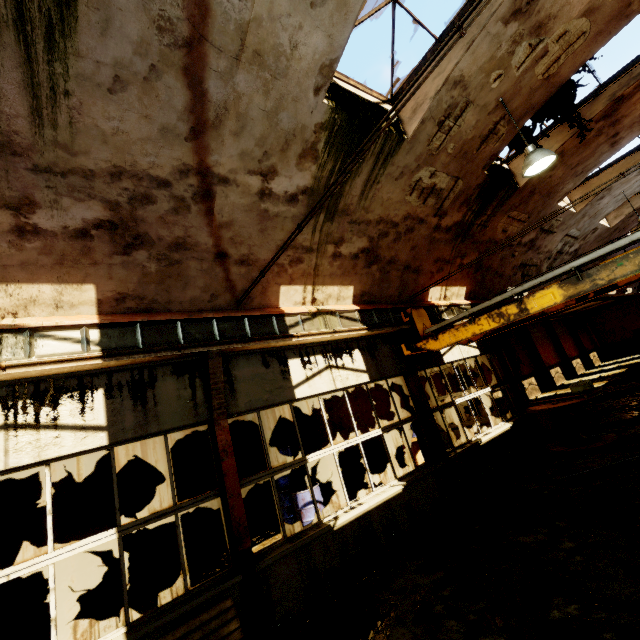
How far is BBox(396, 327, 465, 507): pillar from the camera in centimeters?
737cm

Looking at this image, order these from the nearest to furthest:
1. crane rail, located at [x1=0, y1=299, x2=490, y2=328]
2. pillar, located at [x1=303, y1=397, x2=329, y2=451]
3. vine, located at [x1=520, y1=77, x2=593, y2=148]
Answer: crane rail, located at [x1=0, y1=299, x2=490, y2=328] < vine, located at [x1=520, y1=77, x2=593, y2=148] < pillar, located at [x1=303, y1=397, x2=329, y2=451]

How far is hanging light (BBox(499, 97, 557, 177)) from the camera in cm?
560

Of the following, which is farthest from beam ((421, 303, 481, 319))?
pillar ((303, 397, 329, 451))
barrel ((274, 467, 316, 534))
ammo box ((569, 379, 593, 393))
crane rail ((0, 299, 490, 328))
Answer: pillar ((303, 397, 329, 451))

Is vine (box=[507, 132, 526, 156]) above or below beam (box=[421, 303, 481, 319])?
above

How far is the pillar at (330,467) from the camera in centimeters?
1091cm

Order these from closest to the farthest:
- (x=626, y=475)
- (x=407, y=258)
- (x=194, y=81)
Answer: (x=194, y=81) < (x=626, y=475) < (x=407, y=258)
